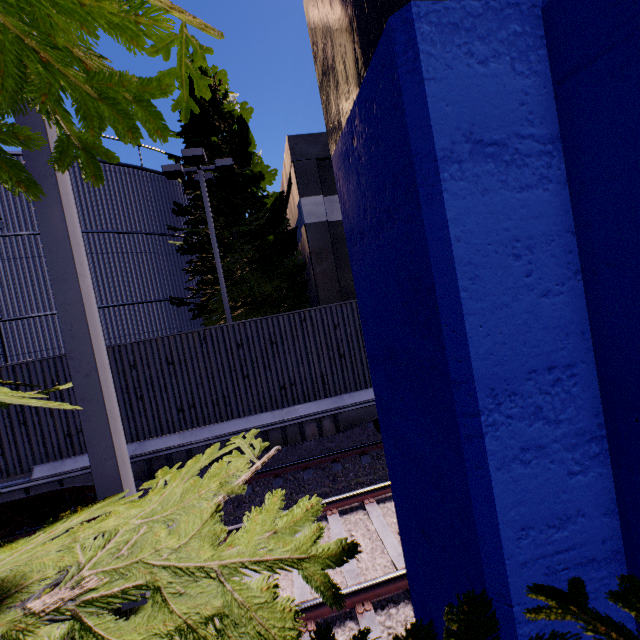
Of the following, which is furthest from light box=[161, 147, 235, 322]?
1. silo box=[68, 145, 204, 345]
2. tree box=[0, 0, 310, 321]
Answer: silo box=[68, 145, 204, 345]

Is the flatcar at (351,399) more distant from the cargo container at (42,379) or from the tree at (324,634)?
the tree at (324,634)

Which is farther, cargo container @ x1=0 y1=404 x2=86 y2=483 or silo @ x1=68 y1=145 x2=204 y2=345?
silo @ x1=68 y1=145 x2=204 y2=345

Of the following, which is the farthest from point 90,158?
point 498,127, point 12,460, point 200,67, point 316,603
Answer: point 200,67

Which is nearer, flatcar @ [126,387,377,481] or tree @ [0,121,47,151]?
tree @ [0,121,47,151]

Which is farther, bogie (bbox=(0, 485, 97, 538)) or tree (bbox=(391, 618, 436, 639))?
bogie (bbox=(0, 485, 97, 538))

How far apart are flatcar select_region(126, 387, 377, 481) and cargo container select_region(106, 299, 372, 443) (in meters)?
0.01

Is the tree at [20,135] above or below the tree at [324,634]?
above
